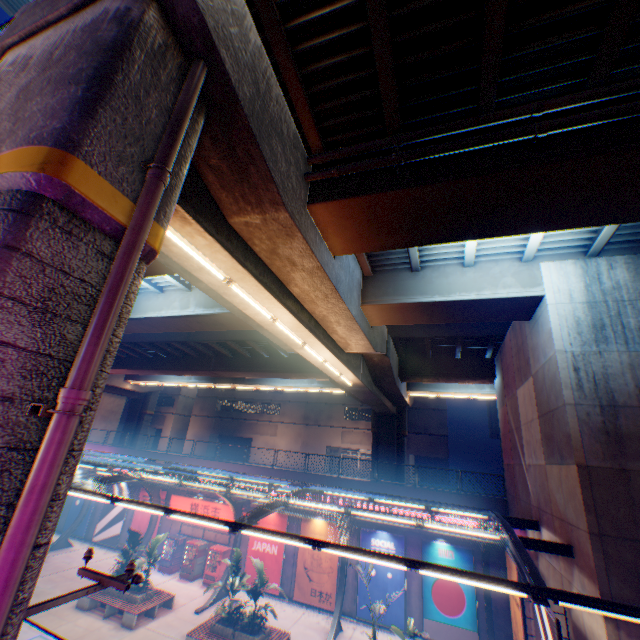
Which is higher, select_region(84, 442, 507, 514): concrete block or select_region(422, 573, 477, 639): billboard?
select_region(84, 442, 507, 514): concrete block

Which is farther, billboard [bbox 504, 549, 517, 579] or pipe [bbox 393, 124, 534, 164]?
billboard [bbox 504, 549, 517, 579]

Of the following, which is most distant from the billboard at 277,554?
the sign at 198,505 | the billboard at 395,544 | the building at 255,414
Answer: the building at 255,414

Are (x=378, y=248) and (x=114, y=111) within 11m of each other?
yes

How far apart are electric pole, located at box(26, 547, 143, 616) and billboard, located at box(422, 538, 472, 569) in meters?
17.7

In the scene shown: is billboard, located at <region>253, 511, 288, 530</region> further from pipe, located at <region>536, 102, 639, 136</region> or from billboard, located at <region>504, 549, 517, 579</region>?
pipe, located at <region>536, 102, 639, 136</region>

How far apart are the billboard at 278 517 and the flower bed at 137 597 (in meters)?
5.50

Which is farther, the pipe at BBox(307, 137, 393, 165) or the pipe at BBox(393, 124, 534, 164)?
the pipe at BBox(307, 137, 393, 165)
